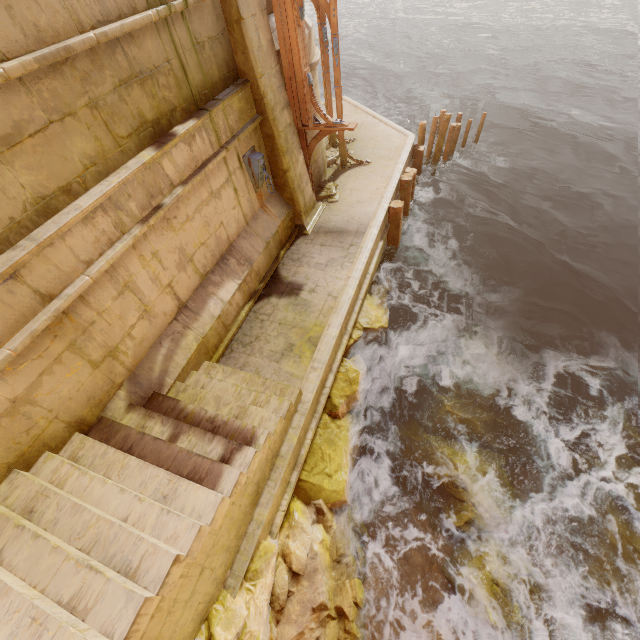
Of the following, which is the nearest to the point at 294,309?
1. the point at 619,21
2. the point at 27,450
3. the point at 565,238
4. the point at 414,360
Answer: the point at 414,360

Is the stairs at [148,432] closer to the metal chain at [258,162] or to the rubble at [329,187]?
the metal chain at [258,162]

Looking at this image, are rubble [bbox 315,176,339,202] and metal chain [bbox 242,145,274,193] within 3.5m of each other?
yes

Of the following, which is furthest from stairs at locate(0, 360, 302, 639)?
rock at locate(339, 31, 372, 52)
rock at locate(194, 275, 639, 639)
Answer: rock at locate(339, 31, 372, 52)

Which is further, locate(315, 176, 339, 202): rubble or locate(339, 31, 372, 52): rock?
locate(339, 31, 372, 52): rock

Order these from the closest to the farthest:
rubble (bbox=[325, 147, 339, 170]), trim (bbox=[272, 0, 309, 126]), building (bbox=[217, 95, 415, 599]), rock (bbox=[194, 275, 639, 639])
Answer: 1. rock (bbox=[194, 275, 639, 639])
2. building (bbox=[217, 95, 415, 599])
3. trim (bbox=[272, 0, 309, 126])
4. rubble (bbox=[325, 147, 339, 170])

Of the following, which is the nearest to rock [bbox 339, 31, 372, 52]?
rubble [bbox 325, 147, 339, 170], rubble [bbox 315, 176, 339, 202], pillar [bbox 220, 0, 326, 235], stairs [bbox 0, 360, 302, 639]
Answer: rubble [bbox 325, 147, 339, 170]

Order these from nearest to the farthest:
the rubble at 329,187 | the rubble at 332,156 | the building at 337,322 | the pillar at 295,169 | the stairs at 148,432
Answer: the stairs at 148,432 < the building at 337,322 < the pillar at 295,169 < the rubble at 329,187 < the rubble at 332,156
